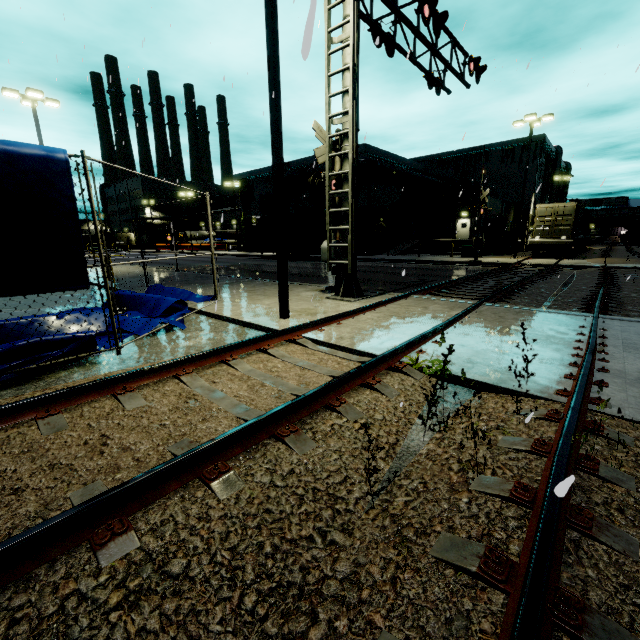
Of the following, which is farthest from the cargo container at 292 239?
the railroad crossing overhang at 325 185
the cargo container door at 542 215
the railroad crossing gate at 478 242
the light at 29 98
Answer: the railroad crossing overhang at 325 185

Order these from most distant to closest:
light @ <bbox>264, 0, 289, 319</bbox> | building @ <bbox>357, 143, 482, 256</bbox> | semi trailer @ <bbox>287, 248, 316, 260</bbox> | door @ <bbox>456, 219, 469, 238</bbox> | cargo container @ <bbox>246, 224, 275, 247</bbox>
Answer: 1. door @ <bbox>456, 219, 469, 238</bbox>
2. building @ <bbox>357, 143, 482, 256</bbox>
3. cargo container @ <bbox>246, 224, 275, 247</bbox>
4. semi trailer @ <bbox>287, 248, 316, 260</bbox>
5. light @ <bbox>264, 0, 289, 319</bbox>

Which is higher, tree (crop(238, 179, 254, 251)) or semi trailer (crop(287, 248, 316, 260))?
tree (crop(238, 179, 254, 251))

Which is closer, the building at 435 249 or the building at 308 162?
the building at 435 249

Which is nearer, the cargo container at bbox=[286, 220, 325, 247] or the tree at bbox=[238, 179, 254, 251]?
the cargo container at bbox=[286, 220, 325, 247]

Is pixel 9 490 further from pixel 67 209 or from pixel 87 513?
pixel 67 209

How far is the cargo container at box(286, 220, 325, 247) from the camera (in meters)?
28.95

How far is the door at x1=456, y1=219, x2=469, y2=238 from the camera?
39.88m
